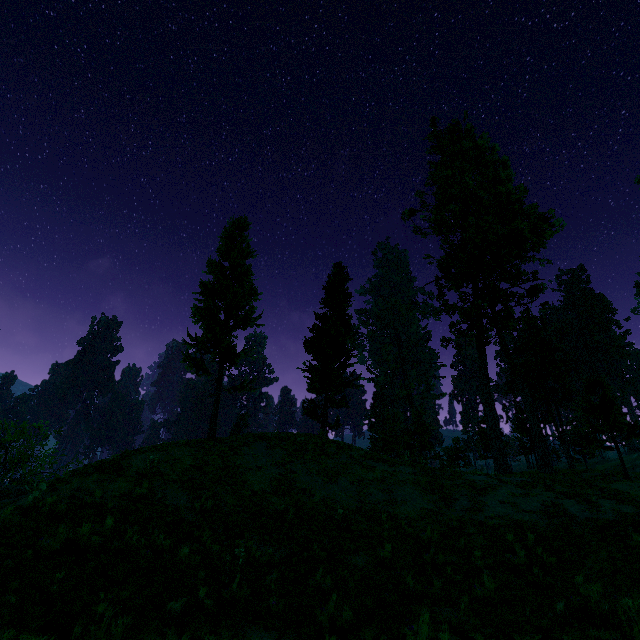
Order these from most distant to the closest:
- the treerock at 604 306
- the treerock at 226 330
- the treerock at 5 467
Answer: the treerock at 604 306 < the treerock at 5 467 < the treerock at 226 330

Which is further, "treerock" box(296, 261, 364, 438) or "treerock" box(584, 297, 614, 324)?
"treerock" box(584, 297, 614, 324)

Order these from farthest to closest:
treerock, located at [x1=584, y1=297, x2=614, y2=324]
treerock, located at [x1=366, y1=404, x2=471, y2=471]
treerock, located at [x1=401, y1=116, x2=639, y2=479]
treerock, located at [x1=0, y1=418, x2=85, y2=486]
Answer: treerock, located at [x1=584, y1=297, x2=614, y2=324] → treerock, located at [x1=0, y1=418, x2=85, y2=486] → treerock, located at [x1=366, y1=404, x2=471, y2=471] → treerock, located at [x1=401, y1=116, x2=639, y2=479]

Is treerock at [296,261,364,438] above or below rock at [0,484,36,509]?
above

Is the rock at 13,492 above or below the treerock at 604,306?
below

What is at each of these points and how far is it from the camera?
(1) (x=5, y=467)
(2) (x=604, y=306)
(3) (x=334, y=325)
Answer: (1) treerock, 40.0m
(2) treerock, 59.1m
(3) treerock, 27.5m
